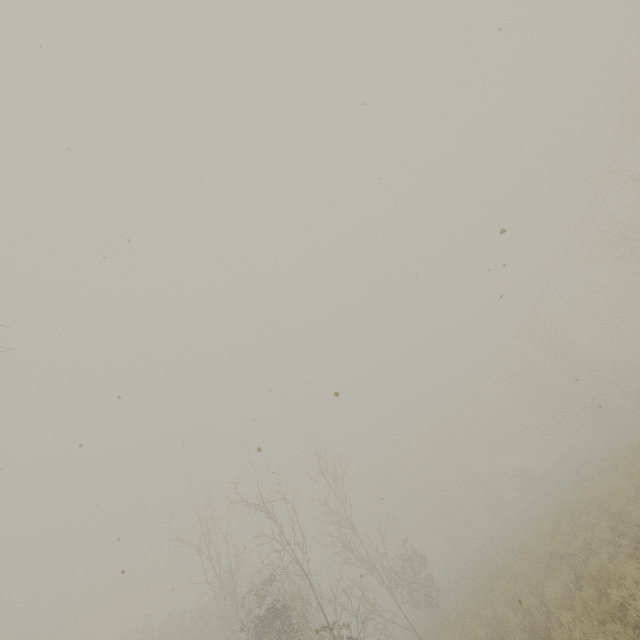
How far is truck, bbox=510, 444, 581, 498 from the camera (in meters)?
32.56

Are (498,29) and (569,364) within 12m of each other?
no

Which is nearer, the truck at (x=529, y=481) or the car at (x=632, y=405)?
the car at (x=632, y=405)

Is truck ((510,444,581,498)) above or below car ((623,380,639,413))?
above

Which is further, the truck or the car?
the truck

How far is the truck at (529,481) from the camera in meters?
32.6
